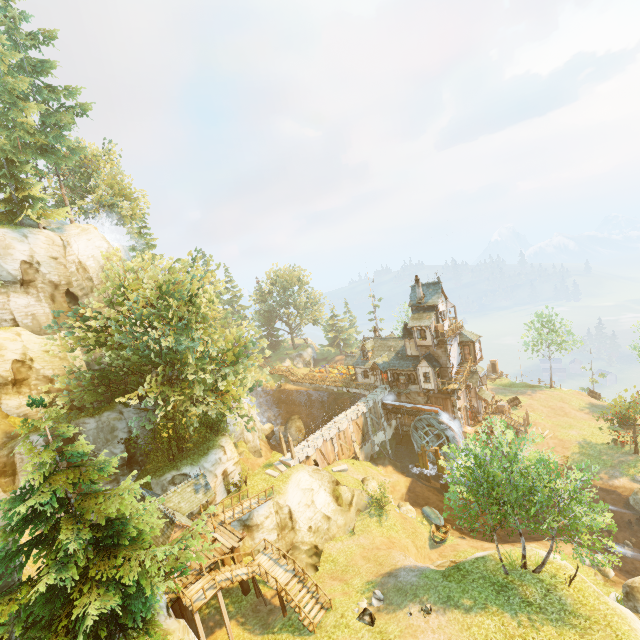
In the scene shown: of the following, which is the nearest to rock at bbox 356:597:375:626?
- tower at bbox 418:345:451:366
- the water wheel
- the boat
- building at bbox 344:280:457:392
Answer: the boat

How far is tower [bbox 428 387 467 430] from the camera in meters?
40.1

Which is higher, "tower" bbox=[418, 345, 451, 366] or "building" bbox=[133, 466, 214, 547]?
"tower" bbox=[418, 345, 451, 366]

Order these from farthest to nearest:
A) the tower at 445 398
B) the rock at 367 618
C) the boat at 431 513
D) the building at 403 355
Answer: the tower at 445 398 → the building at 403 355 → the boat at 431 513 → the rock at 367 618

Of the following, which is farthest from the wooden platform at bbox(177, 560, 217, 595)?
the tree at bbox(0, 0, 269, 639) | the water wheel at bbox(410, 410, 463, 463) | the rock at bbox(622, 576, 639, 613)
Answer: the rock at bbox(622, 576, 639, 613)

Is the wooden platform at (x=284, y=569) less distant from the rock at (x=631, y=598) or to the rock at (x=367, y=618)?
the rock at (x=367, y=618)

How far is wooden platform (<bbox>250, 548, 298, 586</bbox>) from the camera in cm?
2117

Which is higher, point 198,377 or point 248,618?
point 198,377
